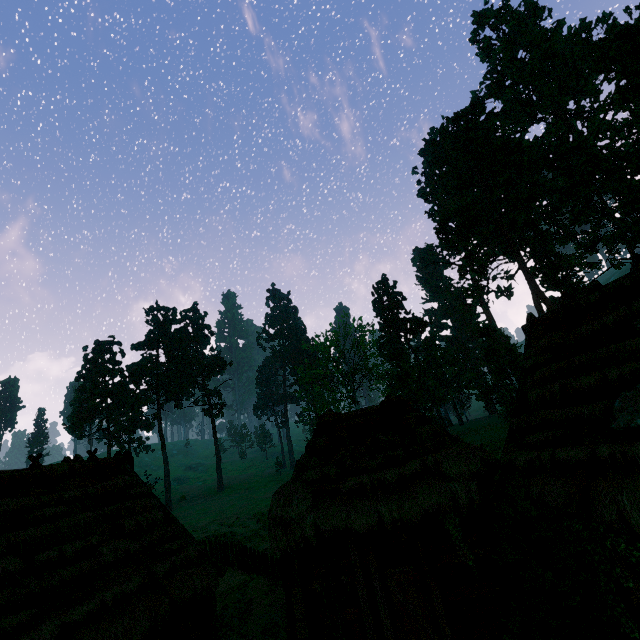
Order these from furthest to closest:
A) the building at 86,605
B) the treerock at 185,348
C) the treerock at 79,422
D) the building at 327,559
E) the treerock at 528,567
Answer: the treerock at 185,348, the treerock at 79,422, the building at 86,605, the building at 327,559, the treerock at 528,567

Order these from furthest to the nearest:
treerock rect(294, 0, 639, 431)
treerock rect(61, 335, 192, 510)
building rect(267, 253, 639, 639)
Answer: treerock rect(61, 335, 192, 510)
treerock rect(294, 0, 639, 431)
building rect(267, 253, 639, 639)

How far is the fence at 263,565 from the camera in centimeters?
1470cm

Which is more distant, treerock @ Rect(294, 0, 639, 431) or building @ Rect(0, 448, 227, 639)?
treerock @ Rect(294, 0, 639, 431)

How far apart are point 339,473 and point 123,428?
51.3m

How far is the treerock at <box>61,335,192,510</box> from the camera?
50.4m

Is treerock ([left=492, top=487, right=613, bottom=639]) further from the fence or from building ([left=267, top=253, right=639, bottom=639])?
the fence
